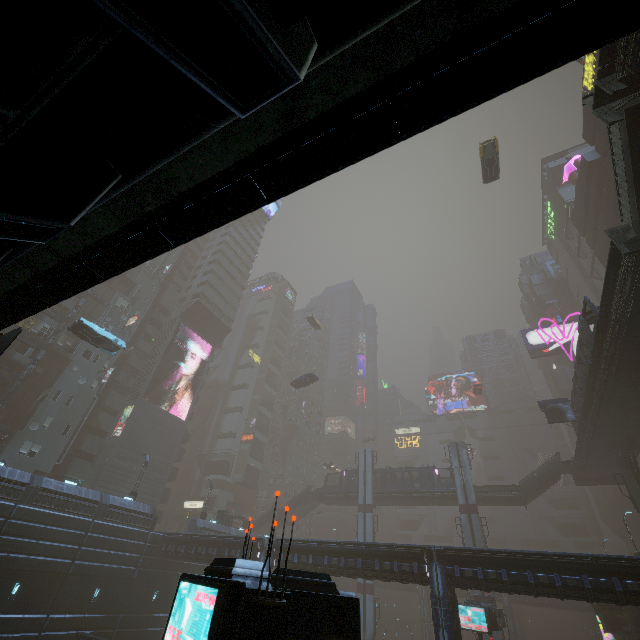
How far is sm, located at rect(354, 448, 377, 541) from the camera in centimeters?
4478cm

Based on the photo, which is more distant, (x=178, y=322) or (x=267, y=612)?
(x=178, y=322)

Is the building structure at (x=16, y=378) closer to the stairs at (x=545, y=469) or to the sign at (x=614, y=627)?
the sign at (x=614, y=627)

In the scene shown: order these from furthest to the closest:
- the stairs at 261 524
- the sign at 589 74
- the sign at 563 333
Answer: the sign at 563 333
the stairs at 261 524
the sign at 589 74

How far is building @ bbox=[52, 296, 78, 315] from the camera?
40.5m

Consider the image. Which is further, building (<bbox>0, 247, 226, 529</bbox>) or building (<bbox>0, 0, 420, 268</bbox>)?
building (<bbox>0, 247, 226, 529</bbox>)

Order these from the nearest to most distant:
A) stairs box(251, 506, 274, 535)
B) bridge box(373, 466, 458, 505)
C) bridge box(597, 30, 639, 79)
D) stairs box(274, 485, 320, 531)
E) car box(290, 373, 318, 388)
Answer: bridge box(597, 30, 639, 79) → bridge box(373, 466, 458, 505) → car box(290, 373, 318, 388) → stairs box(274, 485, 320, 531) → stairs box(251, 506, 274, 535)

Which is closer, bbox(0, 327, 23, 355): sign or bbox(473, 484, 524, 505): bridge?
bbox(0, 327, 23, 355): sign
